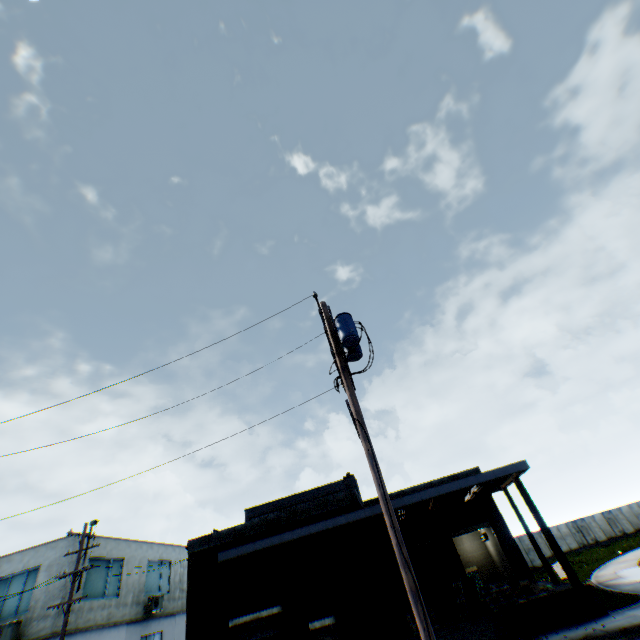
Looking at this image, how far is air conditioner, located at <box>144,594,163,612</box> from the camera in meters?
25.3 m

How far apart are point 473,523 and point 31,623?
27.19m

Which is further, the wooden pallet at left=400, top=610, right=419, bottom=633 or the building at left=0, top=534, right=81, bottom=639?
the building at left=0, top=534, right=81, bottom=639

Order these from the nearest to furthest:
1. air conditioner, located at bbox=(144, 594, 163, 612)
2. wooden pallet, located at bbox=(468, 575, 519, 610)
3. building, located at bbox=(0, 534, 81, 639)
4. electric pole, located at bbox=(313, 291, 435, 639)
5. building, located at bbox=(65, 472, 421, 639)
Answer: electric pole, located at bbox=(313, 291, 435, 639), wooden pallet, located at bbox=(468, 575, 519, 610), building, located at bbox=(65, 472, 421, 639), building, located at bbox=(0, 534, 81, 639), air conditioner, located at bbox=(144, 594, 163, 612)

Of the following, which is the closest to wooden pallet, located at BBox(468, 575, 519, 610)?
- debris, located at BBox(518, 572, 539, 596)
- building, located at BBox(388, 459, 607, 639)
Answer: building, located at BBox(388, 459, 607, 639)

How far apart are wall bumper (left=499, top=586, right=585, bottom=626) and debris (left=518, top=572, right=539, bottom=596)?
1.31m

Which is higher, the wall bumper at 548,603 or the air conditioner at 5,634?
the air conditioner at 5,634

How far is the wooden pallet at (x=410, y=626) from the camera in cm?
1437
